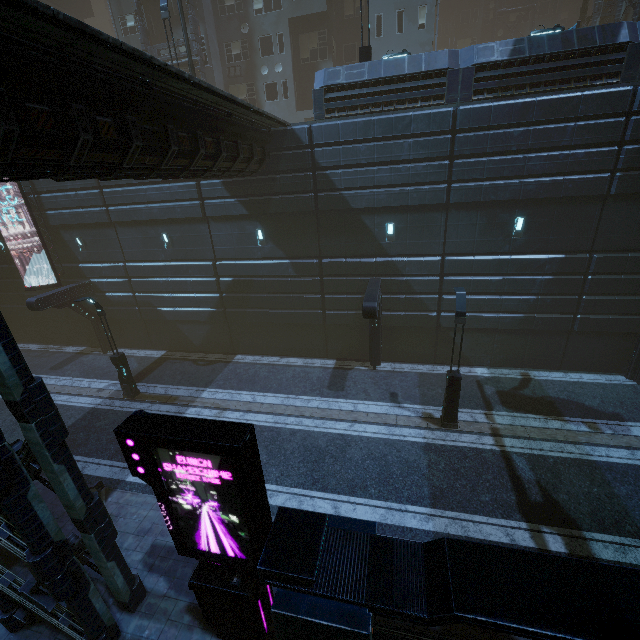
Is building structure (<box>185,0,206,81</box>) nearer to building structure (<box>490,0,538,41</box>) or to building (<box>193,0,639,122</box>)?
building (<box>193,0,639,122</box>)

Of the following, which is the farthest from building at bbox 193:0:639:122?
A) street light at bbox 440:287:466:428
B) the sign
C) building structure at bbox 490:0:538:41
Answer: street light at bbox 440:287:466:428

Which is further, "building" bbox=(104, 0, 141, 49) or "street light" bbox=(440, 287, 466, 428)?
"building" bbox=(104, 0, 141, 49)

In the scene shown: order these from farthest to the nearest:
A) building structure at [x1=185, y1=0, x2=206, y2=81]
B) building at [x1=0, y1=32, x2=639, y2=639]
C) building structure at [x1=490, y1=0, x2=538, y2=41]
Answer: building structure at [x1=490, y1=0, x2=538, y2=41] < building structure at [x1=185, y1=0, x2=206, y2=81] < building at [x1=0, y1=32, x2=639, y2=639]

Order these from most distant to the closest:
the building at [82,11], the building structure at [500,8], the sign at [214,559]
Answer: the building structure at [500,8]
the building at [82,11]
the sign at [214,559]

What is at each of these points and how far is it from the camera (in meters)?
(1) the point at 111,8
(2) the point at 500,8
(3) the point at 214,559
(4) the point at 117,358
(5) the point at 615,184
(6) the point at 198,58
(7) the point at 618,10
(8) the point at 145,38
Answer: (1) building, 26.09
(2) building structure, 38.38
(3) sign, 6.26
(4) street light, 15.54
(5) building, 12.55
(6) building structure, 24.19
(7) building structure, 23.05
(8) building structure, 24.48

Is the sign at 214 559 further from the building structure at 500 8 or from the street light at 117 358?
the building structure at 500 8

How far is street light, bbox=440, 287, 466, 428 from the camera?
11.34m
